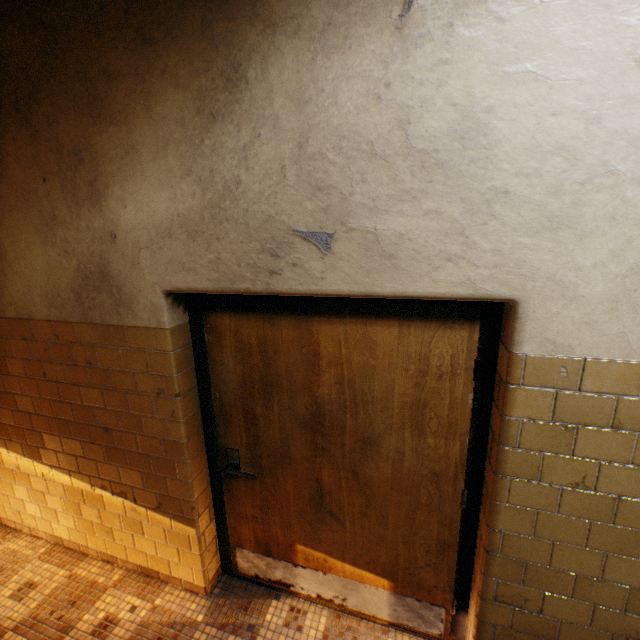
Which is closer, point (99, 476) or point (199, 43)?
point (199, 43)
